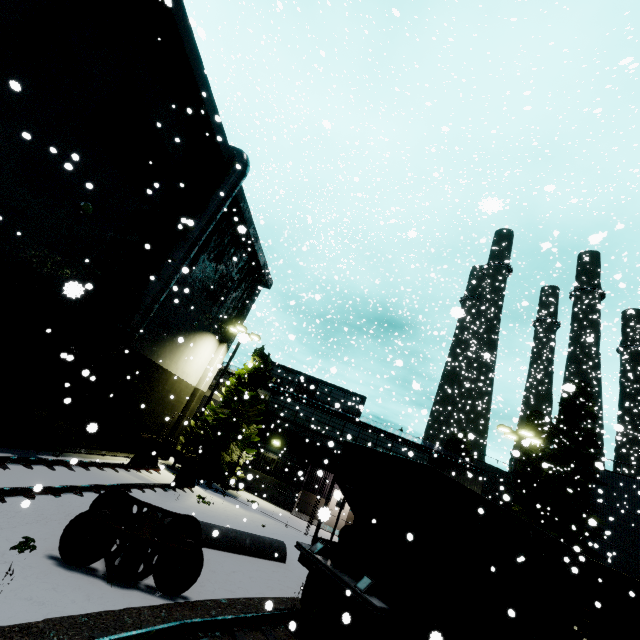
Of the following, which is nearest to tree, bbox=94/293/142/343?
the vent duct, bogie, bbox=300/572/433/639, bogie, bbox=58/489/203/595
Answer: the vent duct

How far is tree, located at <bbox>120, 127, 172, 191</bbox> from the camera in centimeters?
1274cm

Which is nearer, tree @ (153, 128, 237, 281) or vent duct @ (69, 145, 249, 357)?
vent duct @ (69, 145, 249, 357)

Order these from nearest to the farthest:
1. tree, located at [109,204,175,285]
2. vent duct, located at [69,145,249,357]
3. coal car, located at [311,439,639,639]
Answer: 1. coal car, located at [311,439,639,639]
2. vent duct, located at [69,145,249,357]
3. tree, located at [109,204,175,285]

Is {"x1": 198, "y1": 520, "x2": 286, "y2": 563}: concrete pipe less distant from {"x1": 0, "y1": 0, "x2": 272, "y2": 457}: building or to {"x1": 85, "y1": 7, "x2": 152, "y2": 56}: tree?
{"x1": 85, "y1": 7, "x2": 152, "y2": 56}: tree

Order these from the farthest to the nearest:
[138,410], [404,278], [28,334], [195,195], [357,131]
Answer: [404,278], [357,131], [138,410], [195,195], [28,334]

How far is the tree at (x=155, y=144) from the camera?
12.7m

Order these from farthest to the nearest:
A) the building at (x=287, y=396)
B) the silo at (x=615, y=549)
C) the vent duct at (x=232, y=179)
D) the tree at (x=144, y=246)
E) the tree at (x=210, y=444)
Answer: the silo at (x=615, y=549), the building at (x=287, y=396), the tree at (x=210, y=444), the tree at (x=144, y=246), the vent duct at (x=232, y=179)
